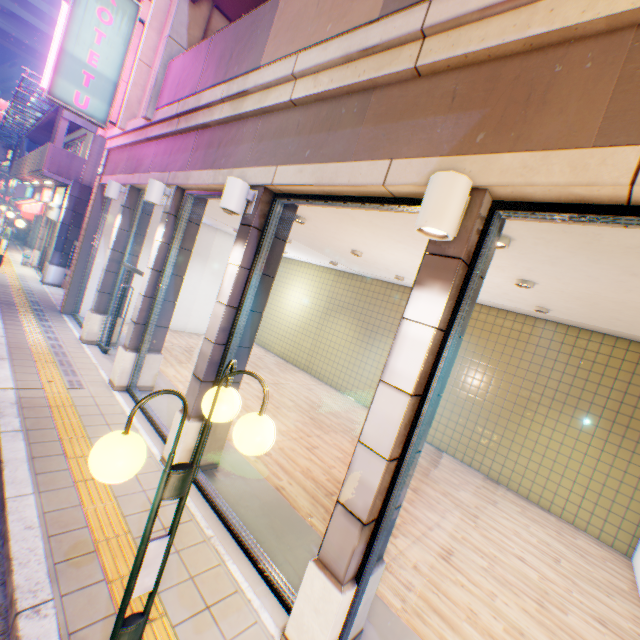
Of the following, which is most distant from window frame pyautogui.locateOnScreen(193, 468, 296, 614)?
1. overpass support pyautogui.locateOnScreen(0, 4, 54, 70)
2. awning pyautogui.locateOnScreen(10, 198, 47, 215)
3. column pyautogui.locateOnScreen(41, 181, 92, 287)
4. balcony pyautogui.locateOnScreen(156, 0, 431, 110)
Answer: awning pyautogui.locateOnScreen(10, 198, 47, 215)

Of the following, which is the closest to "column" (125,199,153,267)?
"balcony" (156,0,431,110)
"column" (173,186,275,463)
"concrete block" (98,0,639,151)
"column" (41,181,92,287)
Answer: "concrete block" (98,0,639,151)

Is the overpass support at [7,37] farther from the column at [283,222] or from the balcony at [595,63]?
the column at [283,222]

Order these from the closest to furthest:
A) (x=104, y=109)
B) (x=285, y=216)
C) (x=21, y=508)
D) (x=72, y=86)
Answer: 1. (x=21, y=508)
2. (x=285, y=216)
3. (x=72, y=86)
4. (x=104, y=109)

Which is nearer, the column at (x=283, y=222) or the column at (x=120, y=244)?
the column at (x=283, y=222)

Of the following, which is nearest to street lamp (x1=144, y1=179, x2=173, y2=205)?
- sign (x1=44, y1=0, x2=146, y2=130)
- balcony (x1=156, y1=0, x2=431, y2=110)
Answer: balcony (x1=156, y1=0, x2=431, y2=110)

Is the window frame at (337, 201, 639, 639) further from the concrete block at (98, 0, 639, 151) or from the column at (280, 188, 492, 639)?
the concrete block at (98, 0, 639, 151)

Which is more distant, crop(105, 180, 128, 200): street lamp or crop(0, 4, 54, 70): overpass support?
crop(0, 4, 54, 70): overpass support
